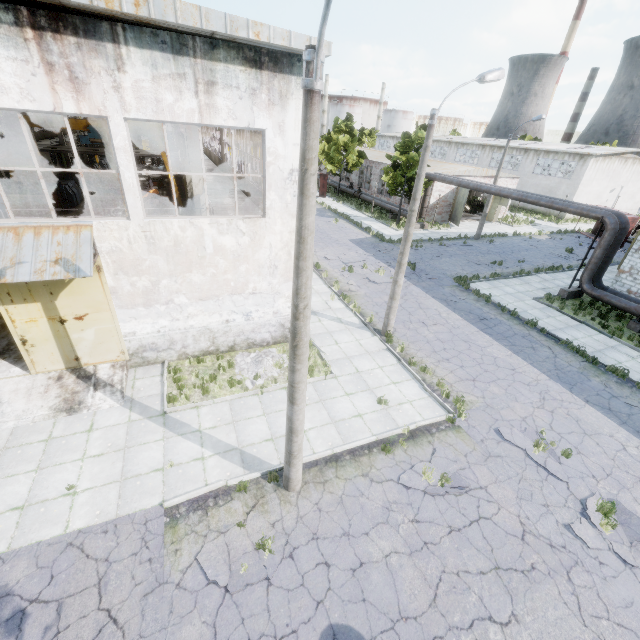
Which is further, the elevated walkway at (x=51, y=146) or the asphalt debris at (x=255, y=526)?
the elevated walkway at (x=51, y=146)

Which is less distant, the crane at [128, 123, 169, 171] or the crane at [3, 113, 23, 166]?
the crane at [3, 113, 23, 166]

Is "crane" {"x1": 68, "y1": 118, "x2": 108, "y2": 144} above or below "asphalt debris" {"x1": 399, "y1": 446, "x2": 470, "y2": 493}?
above

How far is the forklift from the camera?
32.44m

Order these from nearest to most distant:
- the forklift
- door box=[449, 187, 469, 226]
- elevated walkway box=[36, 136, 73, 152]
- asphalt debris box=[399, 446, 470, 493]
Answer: asphalt debris box=[399, 446, 470, 493] → elevated walkway box=[36, 136, 73, 152] → the forklift → door box=[449, 187, 469, 226]

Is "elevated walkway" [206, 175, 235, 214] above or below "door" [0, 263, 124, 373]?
above

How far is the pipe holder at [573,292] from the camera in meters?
18.5 m

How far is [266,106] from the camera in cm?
937
